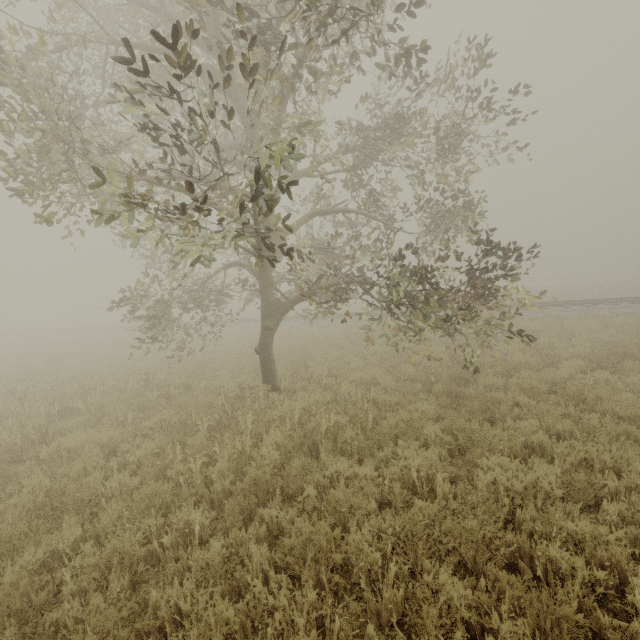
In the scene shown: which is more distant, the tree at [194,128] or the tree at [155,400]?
the tree at [155,400]

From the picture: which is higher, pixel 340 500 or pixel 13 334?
pixel 13 334

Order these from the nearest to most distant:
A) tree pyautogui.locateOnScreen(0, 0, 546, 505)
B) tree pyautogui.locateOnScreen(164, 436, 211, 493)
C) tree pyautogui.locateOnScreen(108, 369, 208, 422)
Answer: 1. tree pyautogui.locateOnScreen(0, 0, 546, 505)
2. tree pyautogui.locateOnScreen(164, 436, 211, 493)
3. tree pyautogui.locateOnScreen(108, 369, 208, 422)

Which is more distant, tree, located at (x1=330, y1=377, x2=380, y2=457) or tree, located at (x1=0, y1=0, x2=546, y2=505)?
tree, located at (x1=330, y1=377, x2=380, y2=457)

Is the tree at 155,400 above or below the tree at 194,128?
below

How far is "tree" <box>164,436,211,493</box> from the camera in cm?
530
